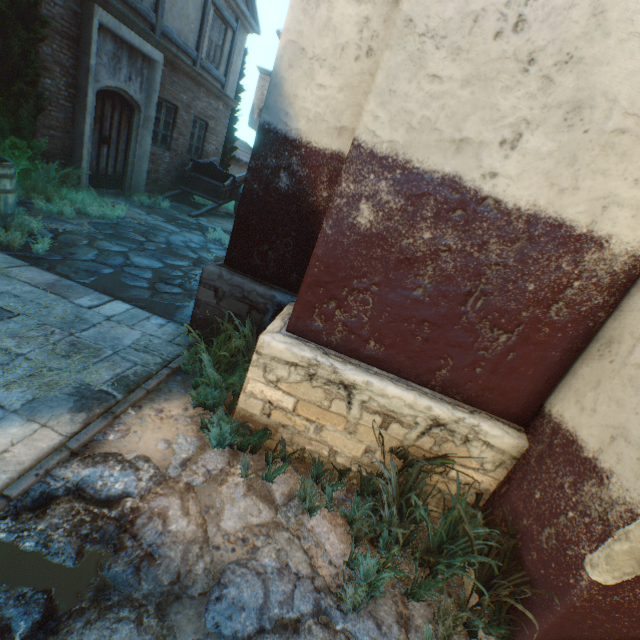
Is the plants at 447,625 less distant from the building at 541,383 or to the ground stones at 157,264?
the building at 541,383

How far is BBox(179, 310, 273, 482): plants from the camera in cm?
251

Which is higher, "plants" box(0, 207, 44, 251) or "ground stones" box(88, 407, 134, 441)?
"plants" box(0, 207, 44, 251)

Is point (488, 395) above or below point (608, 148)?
below

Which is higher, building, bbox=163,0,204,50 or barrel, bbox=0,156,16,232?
building, bbox=163,0,204,50

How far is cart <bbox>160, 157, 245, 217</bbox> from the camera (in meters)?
10.84

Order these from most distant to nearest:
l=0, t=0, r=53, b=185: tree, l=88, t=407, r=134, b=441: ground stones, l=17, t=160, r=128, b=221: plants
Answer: l=17, t=160, r=128, b=221: plants < l=0, t=0, r=53, b=185: tree < l=88, t=407, r=134, b=441: ground stones

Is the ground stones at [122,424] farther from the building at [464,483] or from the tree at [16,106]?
the tree at [16,106]
